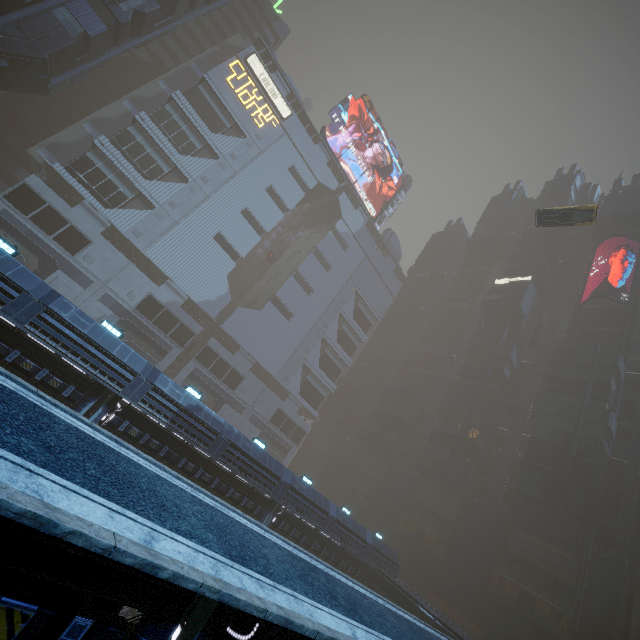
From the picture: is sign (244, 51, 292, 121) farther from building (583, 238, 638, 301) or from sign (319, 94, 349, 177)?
sign (319, 94, 349, 177)

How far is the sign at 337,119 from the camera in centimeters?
5712cm

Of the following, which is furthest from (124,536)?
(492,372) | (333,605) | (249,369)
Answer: (492,372)

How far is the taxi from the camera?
26.7m

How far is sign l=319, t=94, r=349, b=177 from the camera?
57.12m

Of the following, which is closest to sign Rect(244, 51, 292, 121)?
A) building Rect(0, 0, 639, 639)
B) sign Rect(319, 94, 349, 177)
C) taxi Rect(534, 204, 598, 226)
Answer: building Rect(0, 0, 639, 639)

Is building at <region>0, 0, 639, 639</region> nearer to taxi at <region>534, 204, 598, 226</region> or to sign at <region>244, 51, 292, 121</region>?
sign at <region>244, 51, 292, 121</region>

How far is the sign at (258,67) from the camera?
47.78m
